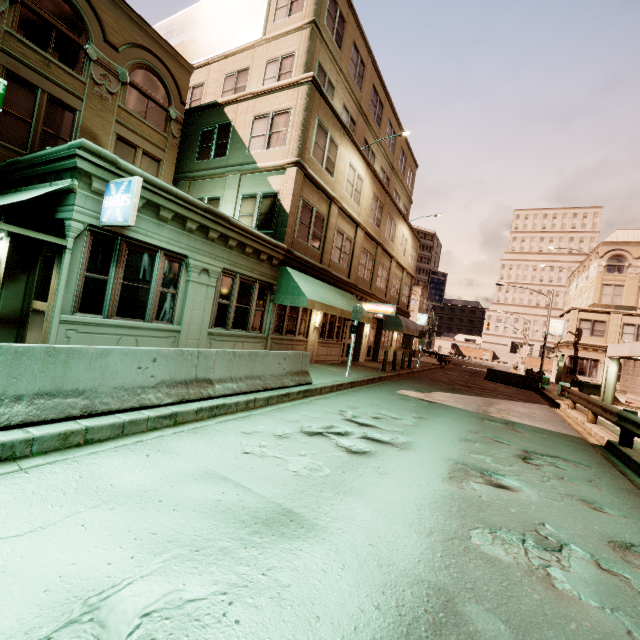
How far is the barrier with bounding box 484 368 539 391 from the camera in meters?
22.5

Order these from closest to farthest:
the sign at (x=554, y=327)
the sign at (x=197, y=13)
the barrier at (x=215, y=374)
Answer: the barrier at (x=215, y=374), the sign at (x=197, y=13), the sign at (x=554, y=327)

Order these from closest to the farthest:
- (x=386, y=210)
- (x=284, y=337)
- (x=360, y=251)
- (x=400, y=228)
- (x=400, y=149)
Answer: (x=284, y=337), (x=360, y=251), (x=386, y=210), (x=400, y=228), (x=400, y=149)

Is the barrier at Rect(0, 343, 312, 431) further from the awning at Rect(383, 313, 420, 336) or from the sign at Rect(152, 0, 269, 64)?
the sign at Rect(152, 0, 269, 64)

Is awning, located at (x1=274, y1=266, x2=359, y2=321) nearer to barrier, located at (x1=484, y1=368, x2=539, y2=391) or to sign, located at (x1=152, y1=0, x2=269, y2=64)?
sign, located at (x1=152, y1=0, x2=269, y2=64)

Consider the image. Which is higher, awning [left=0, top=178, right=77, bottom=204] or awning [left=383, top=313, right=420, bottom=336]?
awning [left=0, top=178, right=77, bottom=204]

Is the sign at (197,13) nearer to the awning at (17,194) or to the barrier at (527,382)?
the awning at (17,194)

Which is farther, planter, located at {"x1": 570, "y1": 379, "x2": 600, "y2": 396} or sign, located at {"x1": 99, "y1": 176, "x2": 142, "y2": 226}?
planter, located at {"x1": 570, "y1": 379, "x2": 600, "y2": 396}
